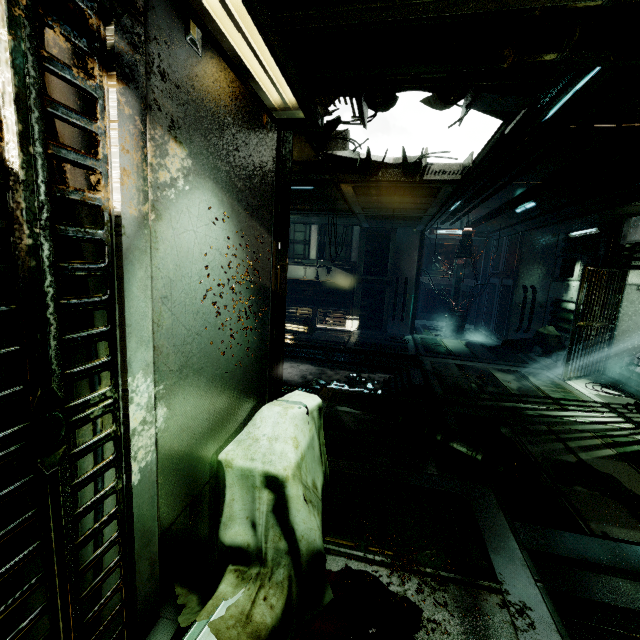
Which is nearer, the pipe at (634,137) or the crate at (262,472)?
the crate at (262,472)

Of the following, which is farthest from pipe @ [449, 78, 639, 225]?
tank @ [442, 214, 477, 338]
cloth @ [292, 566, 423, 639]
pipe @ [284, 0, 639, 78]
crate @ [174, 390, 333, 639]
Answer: cloth @ [292, 566, 423, 639]

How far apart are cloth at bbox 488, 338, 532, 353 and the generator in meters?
7.7 m

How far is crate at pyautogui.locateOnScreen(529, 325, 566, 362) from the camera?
10.45m

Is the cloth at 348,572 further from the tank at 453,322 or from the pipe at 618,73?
the tank at 453,322

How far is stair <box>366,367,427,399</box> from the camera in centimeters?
770cm

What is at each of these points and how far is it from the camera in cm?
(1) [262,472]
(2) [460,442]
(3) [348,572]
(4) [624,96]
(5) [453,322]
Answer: (1) crate, 176
(2) generator, 437
(3) cloth, 206
(4) pipe, 398
(5) tank, 1403

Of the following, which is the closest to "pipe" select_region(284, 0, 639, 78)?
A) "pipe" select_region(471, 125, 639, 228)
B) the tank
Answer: "pipe" select_region(471, 125, 639, 228)
